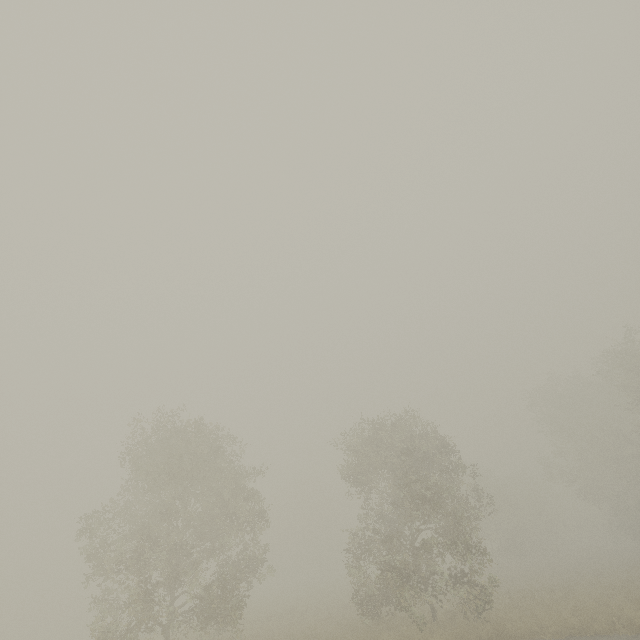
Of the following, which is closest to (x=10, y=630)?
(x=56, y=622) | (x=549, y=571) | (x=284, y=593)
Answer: (x=56, y=622)
